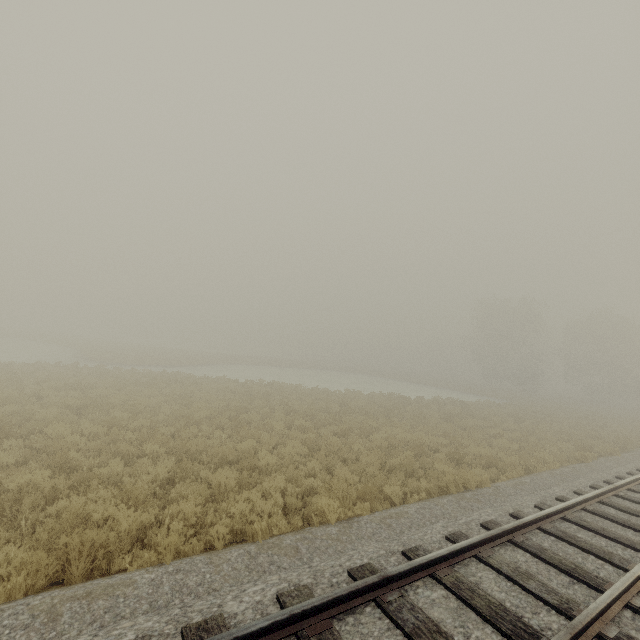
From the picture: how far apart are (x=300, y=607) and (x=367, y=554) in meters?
1.8 m
